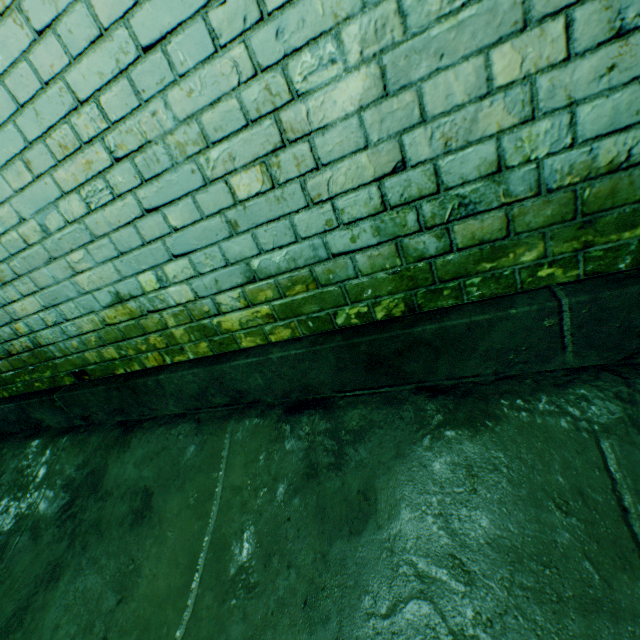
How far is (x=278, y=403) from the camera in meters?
1.4
